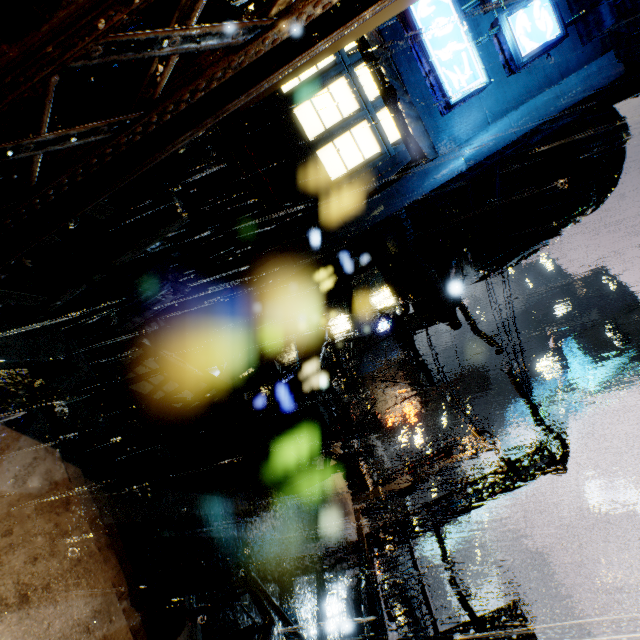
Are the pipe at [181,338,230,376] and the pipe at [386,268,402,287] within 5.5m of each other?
no

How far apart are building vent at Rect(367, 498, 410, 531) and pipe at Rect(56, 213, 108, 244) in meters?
27.9

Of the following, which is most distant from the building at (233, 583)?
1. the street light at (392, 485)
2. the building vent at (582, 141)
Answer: the street light at (392, 485)

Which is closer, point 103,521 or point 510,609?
point 103,521

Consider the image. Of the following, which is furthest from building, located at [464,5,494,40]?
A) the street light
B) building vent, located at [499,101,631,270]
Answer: the street light

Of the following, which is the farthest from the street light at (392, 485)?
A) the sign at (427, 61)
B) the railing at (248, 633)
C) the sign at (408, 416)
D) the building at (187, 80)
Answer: the sign at (408, 416)

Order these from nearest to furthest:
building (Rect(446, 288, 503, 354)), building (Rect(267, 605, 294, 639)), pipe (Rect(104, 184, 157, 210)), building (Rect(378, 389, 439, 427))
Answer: building (Rect(267, 605, 294, 639)), pipe (Rect(104, 184, 157, 210)), building (Rect(446, 288, 503, 354)), building (Rect(378, 389, 439, 427))

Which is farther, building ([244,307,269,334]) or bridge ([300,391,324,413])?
bridge ([300,391,324,413])
